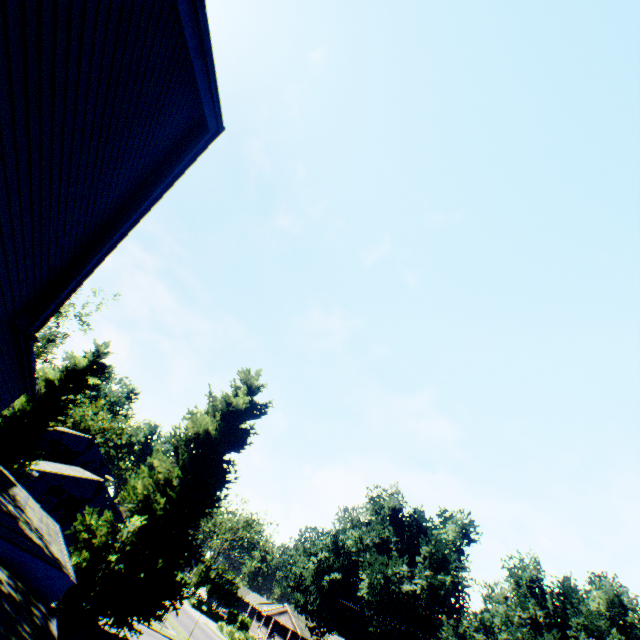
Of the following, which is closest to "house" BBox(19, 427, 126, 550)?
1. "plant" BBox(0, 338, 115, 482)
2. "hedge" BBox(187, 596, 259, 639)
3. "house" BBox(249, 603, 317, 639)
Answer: "plant" BBox(0, 338, 115, 482)

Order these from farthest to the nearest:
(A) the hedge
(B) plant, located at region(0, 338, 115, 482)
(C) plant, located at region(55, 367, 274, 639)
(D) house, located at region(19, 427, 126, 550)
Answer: (A) the hedge < (D) house, located at region(19, 427, 126, 550) < (B) plant, located at region(0, 338, 115, 482) < (C) plant, located at region(55, 367, 274, 639)

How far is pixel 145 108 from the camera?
5.4m

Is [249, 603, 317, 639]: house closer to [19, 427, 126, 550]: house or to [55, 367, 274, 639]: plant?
[55, 367, 274, 639]: plant

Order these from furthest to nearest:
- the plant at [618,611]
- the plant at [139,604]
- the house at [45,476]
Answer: the plant at [618,611] → the house at [45,476] → the plant at [139,604]

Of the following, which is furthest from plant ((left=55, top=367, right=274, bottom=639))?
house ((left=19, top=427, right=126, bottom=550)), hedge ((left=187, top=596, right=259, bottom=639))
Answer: hedge ((left=187, top=596, right=259, bottom=639))

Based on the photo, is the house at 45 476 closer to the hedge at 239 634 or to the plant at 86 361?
the plant at 86 361
